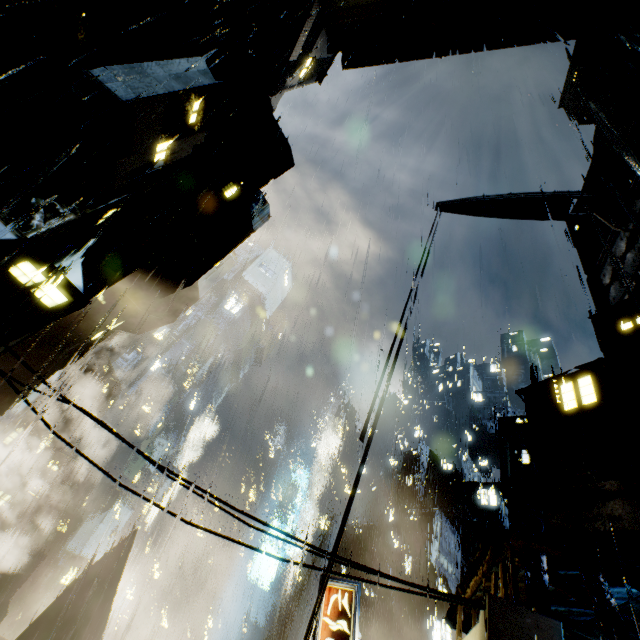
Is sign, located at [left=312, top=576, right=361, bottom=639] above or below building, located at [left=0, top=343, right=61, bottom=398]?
below

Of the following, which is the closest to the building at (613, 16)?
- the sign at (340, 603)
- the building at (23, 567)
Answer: the sign at (340, 603)

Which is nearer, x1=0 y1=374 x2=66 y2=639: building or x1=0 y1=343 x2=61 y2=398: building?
x1=0 y1=343 x2=61 y2=398: building

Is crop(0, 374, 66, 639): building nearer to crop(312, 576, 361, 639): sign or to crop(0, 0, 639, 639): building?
crop(0, 0, 639, 639): building

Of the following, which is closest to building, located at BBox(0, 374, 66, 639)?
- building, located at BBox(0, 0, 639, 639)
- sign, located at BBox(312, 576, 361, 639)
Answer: building, located at BBox(0, 0, 639, 639)

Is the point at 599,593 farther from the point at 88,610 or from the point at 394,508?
the point at 394,508

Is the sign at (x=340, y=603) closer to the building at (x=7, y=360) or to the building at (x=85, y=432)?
the building at (x=7, y=360)

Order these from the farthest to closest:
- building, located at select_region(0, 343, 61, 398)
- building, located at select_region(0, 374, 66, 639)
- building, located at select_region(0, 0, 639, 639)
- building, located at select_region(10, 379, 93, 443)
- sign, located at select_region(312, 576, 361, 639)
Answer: building, located at select_region(10, 379, 93, 443), building, located at select_region(0, 374, 66, 639), building, located at select_region(0, 343, 61, 398), sign, located at select_region(312, 576, 361, 639), building, located at select_region(0, 0, 639, 639)
